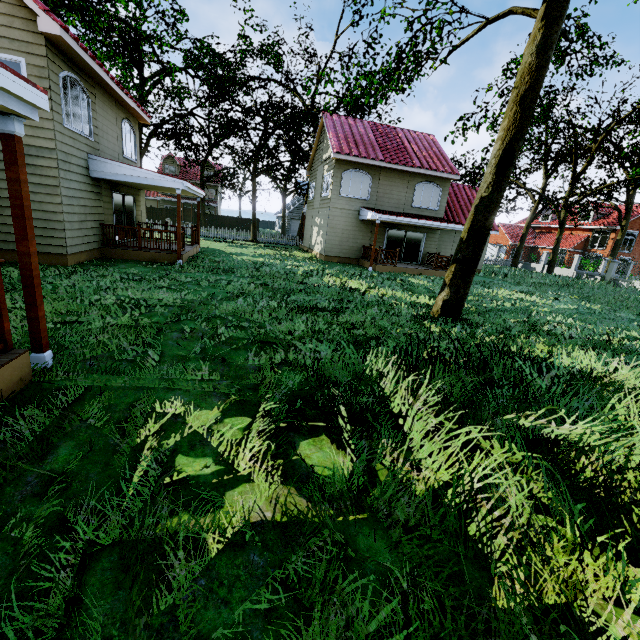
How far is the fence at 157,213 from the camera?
42.2m

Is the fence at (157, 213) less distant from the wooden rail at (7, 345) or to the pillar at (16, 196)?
the wooden rail at (7, 345)

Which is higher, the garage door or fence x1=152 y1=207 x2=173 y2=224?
the garage door

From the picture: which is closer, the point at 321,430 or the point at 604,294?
the point at 321,430

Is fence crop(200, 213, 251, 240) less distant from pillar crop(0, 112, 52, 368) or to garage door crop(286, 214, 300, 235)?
garage door crop(286, 214, 300, 235)

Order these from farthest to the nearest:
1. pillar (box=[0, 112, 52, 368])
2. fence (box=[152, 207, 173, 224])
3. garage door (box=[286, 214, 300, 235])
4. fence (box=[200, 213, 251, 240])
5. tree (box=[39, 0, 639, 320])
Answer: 1. garage door (box=[286, 214, 300, 235])
2. fence (box=[152, 207, 173, 224])
3. fence (box=[200, 213, 251, 240])
4. tree (box=[39, 0, 639, 320])
5. pillar (box=[0, 112, 52, 368])

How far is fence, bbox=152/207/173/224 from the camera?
42.2 meters

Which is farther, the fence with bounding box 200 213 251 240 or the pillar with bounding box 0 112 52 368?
the fence with bounding box 200 213 251 240
